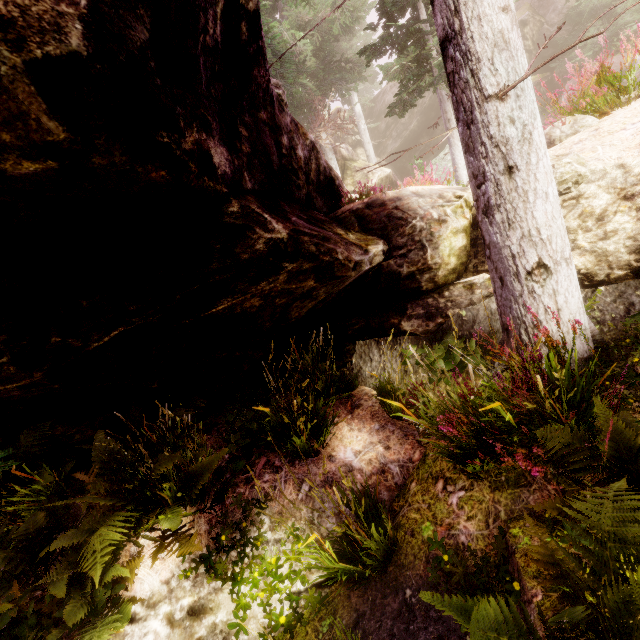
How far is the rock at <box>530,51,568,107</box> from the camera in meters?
19.6 m

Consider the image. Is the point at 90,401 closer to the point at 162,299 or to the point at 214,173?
the point at 162,299

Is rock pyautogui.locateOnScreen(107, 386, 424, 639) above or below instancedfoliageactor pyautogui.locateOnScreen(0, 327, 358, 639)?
below

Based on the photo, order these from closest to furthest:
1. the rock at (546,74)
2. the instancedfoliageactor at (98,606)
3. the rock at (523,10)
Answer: the instancedfoliageactor at (98,606)
the rock at (523,10)
the rock at (546,74)

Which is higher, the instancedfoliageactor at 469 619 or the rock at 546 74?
the rock at 546 74
